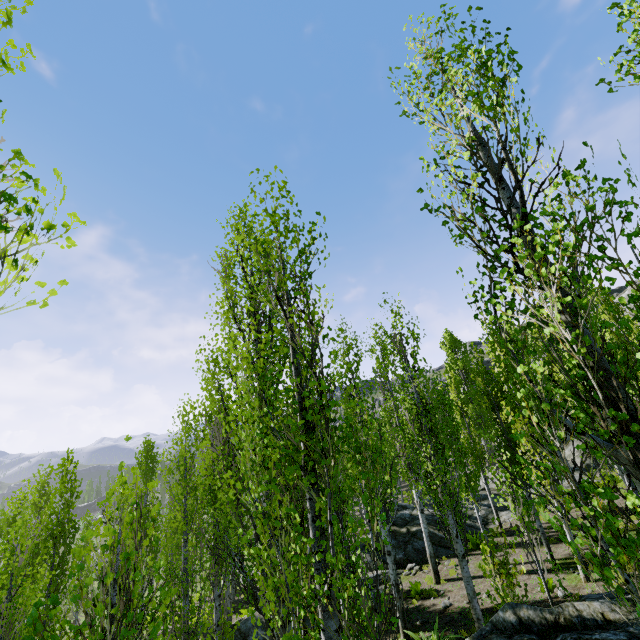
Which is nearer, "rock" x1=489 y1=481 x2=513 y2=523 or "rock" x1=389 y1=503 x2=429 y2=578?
"rock" x1=389 y1=503 x2=429 y2=578

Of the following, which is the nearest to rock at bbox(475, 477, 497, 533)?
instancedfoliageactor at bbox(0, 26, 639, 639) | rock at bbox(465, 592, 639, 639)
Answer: instancedfoliageactor at bbox(0, 26, 639, 639)

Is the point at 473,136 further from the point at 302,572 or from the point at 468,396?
the point at 468,396

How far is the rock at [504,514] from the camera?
18.0m

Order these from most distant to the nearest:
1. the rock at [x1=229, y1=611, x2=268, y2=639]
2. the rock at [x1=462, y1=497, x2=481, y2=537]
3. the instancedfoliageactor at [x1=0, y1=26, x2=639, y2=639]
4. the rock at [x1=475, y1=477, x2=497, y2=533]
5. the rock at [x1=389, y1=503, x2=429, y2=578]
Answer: the rock at [x1=475, y1=477, x2=497, y2=533]
the rock at [x1=462, y1=497, x2=481, y2=537]
the rock at [x1=389, y1=503, x2=429, y2=578]
the rock at [x1=229, y1=611, x2=268, y2=639]
the instancedfoliageactor at [x1=0, y1=26, x2=639, y2=639]

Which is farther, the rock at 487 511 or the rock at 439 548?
the rock at 487 511

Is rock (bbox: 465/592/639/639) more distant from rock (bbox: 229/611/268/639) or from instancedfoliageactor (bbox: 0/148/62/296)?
rock (bbox: 229/611/268/639)
